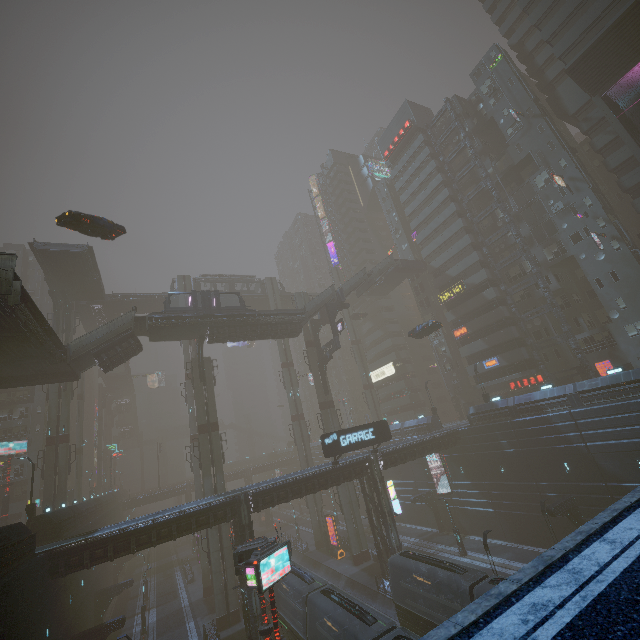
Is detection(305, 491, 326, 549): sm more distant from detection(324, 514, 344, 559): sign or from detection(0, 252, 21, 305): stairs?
detection(0, 252, 21, 305): stairs

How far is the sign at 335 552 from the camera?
41.0 meters

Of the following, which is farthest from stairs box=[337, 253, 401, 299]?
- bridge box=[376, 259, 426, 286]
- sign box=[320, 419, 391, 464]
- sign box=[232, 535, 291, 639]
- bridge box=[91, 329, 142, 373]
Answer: sign box=[232, 535, 291, 639]

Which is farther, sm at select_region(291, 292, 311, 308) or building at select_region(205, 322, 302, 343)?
sm at select_region(291, 292, 311, 308)

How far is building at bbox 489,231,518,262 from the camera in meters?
45.2

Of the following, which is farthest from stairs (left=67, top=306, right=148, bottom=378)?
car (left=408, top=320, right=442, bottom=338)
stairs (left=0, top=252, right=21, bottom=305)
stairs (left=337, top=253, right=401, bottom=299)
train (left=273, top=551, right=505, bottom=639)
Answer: car (left=408, top=320, right=442, bottom=338)

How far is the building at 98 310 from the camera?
49.0 meters

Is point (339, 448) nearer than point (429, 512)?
Yes
